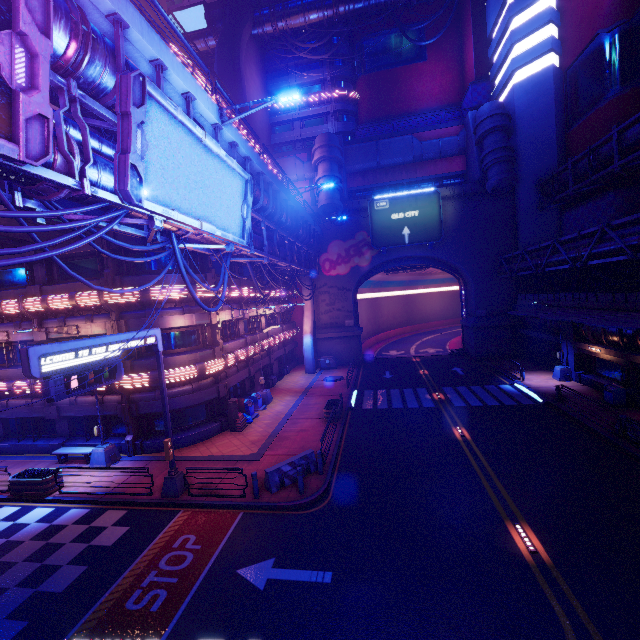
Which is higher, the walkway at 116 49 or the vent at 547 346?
the walkway at 116 49

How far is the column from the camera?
23.8m

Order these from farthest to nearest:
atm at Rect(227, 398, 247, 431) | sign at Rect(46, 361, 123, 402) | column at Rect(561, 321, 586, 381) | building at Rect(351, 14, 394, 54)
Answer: building at Rect(351, 14, 394, 54) → column at Rect(561, 321, 586, 381) → atm at Rect(227, 398, 247, 431) → sign at Rect(46, 361, 123, 402)

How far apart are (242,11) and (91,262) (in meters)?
40.32

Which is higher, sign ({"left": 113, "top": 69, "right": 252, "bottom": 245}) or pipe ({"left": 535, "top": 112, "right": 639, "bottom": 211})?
pipe ({"left": 535, "top": 112, "right": 639, "bottom": 211})

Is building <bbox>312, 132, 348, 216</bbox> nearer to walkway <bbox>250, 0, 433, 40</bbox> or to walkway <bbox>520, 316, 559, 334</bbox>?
walkway <bbox>250, 0, 433, 40</bbox>

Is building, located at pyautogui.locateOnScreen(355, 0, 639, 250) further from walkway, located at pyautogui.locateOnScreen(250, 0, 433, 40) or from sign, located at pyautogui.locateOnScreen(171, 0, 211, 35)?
sign, located at pyautogui.locateOnScreen(171, 0, 211, 35)

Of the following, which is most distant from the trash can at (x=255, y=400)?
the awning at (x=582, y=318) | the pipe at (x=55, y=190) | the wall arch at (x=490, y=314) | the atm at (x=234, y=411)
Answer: the awning at (x=582, y=318)
